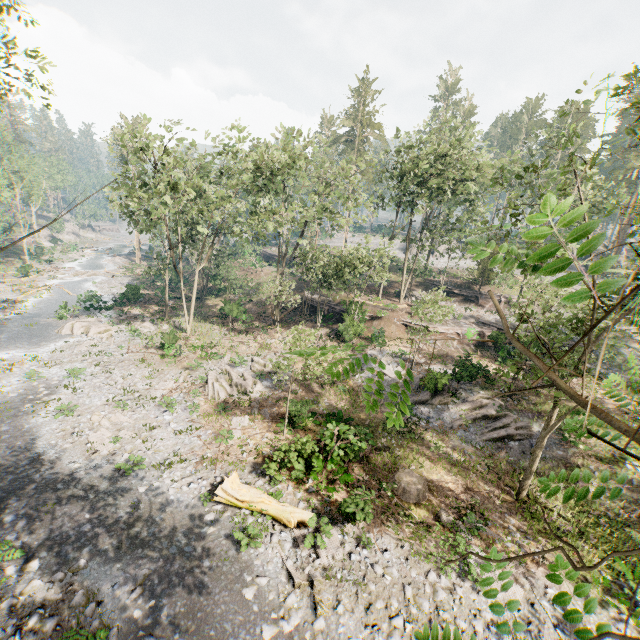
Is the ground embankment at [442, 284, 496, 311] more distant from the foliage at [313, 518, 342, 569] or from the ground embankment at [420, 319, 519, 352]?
the ground embankment at [420, 319, 519, 352]

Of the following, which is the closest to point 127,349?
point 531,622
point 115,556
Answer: point 115,556

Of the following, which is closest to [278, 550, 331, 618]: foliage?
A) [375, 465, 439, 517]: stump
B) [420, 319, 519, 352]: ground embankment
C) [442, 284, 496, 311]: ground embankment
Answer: [442, 284, 496, 311]: ground embankment

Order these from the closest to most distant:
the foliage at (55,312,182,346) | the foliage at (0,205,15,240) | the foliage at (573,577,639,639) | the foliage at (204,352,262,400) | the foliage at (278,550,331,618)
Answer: the foliage at (573,577,639,639)
the foliage at (278,550,331,618)
the foliage at (204,352,262,400)
the foliage at (55,312,182,346)
the foliage at (0,205,15,240)

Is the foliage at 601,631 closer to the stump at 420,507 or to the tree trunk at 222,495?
the tree trunk at 222,495

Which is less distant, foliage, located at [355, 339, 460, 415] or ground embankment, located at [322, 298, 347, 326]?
foliage, located at [355, 339, 460, 415]

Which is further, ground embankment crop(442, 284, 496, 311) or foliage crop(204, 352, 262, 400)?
ground embankment crop(442, 284, 496, 311)

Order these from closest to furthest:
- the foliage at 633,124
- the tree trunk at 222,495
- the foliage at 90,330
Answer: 1. the foliage at 633,124
2. the tree trunk at 222,495
3. the foliage at 90,330
